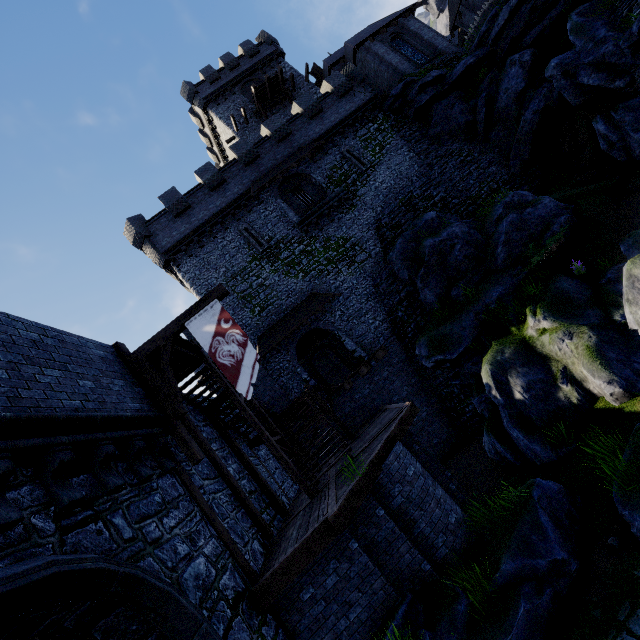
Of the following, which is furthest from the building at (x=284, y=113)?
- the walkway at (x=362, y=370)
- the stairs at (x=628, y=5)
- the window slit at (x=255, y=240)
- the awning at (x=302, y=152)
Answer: the walkway at (x=362, y=370)

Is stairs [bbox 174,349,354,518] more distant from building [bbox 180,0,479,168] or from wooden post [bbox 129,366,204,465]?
building [bbox 180,0,479,168]

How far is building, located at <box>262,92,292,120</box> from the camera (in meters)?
31.31

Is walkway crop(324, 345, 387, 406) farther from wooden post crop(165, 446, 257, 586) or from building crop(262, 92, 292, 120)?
building crop(262, 92, 292, 120)

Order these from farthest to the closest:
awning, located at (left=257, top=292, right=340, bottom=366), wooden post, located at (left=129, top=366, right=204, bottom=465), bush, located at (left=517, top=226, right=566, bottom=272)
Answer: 1. awning, located at (left=257, top=292, right=340, bottom=366)
2. bush, located at (left=517, top=226, right=566, bottom=272)
3. wooden post, located at (left=129, top=366, right=204, bottom=465)

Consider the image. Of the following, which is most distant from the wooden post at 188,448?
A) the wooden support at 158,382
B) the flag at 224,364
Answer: the flag at 224,364

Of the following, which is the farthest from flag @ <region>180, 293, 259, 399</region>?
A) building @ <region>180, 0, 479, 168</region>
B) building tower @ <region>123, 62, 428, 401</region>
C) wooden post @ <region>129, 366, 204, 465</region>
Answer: building @ <region>180, 0, 479, 168</region>

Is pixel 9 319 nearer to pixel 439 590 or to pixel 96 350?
pixel 96 350
